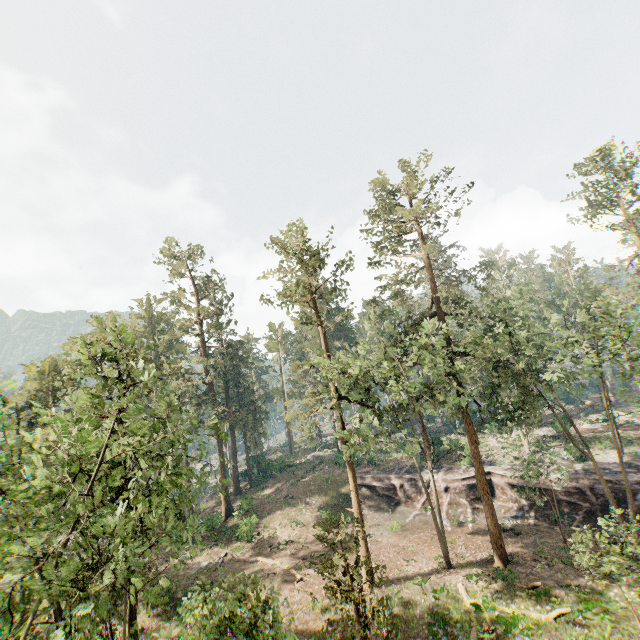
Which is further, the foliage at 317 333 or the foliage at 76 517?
the foliage at 317 333

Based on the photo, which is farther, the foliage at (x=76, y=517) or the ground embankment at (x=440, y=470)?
the ground embankment at (x=440, y=470)

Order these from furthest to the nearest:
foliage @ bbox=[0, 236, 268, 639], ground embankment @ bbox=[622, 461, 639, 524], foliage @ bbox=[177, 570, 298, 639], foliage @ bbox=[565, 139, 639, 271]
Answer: foliage @ bbox=[565, 139, 639, 271], ground embankment @ bbox=[622, 461, 639, 524], foliage @ bbox=[177, 570, 298, 639], foliage @ bbox=[0, 236, 268, 639]

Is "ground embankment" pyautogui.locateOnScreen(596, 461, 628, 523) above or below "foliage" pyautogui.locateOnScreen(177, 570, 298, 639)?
below

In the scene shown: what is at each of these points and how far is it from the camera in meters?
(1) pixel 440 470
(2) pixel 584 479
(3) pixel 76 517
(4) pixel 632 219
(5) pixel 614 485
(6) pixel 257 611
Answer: (1) ground embankment, 36.3 m
(2) ground embankment, 28.2 m
(3) foliage, 8.1 m
(4) foliage, 35.4 m
(5) ground embankment, 26.9 m
(6) foliage, 12.2 m

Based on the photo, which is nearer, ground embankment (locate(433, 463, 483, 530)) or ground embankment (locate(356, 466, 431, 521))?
ground embankment (locate(433, 463, 483, 530))

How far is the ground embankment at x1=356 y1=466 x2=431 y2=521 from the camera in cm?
3397
